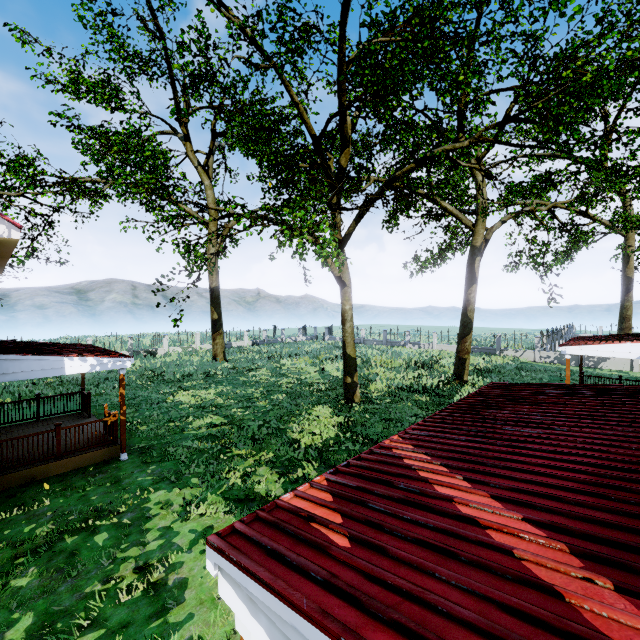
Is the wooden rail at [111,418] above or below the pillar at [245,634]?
below

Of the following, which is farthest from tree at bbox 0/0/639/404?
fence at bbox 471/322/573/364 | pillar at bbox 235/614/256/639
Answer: pillar at bbox 235/614/256/639

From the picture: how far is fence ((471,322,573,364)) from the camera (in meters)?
28.41

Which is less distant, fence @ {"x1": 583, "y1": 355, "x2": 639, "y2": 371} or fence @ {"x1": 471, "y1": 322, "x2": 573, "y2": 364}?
fence @ {"x1": 583, "y1": 355, "x2": 639, "y2": 371}

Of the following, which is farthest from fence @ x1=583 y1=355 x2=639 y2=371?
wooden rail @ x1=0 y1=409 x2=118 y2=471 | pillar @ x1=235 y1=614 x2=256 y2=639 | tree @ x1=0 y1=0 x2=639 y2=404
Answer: pillar @ x1=235 y1=614 x2=256 y2=639

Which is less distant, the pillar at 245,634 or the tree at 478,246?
the pillar at 245,634

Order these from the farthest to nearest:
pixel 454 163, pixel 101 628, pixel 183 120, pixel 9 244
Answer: pixel 183 120 < pixel 454 163 < pixel 9 244 < pixel 101 628

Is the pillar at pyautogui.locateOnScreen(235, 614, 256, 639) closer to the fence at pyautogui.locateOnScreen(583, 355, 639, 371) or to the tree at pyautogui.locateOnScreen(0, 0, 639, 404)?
the tree at pyautogui.locateOnScreen(0, 0, 639, 404)
